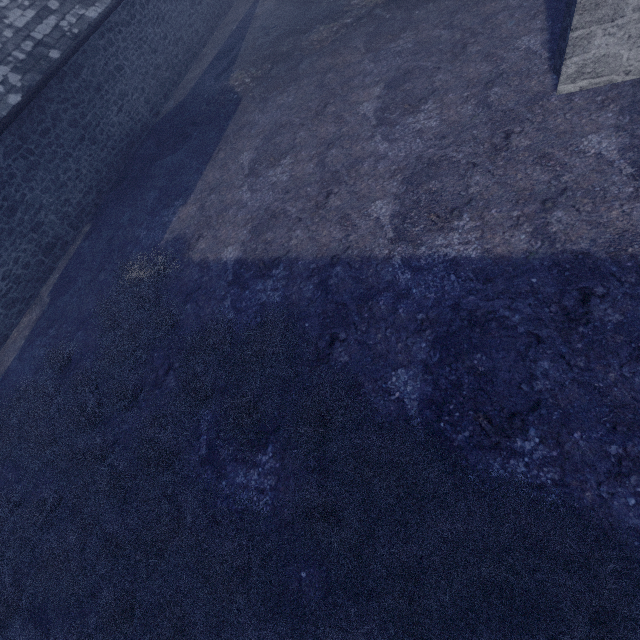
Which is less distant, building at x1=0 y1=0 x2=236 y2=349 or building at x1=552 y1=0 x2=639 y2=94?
building at x1=552 y1=0 x2=639 y2=94

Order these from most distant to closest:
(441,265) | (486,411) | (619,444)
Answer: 1. (441,265)
2. (486,411)
3. (619,444)

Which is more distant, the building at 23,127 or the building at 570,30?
the building at 23,127
